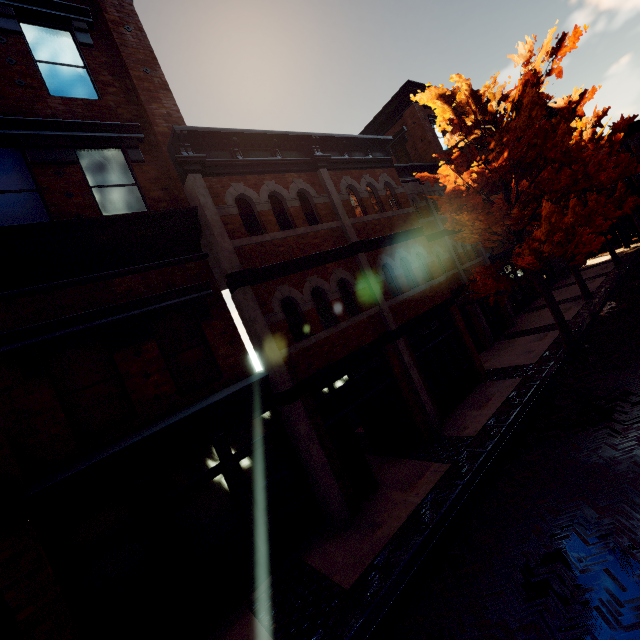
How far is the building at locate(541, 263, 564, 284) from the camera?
23.8 meters

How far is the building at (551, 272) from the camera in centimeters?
2375cm

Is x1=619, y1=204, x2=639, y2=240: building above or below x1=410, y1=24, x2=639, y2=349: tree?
below

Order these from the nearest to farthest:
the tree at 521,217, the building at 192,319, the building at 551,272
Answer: the building at 192,319, the tree at 521,217, the building at 551,272

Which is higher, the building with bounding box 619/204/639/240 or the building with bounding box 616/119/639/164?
the building with bounding box 616/119/639/164

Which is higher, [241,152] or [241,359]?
[241,152]

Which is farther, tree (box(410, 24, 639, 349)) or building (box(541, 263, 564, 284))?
building (box(541, 263, 564, 284))

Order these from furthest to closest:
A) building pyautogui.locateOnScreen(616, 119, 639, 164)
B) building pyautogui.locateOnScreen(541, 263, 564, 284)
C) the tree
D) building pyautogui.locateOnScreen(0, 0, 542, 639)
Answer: building pyautogui.locateOnScreen(616, 119, 639, 164)
building pyautogui.locateOnScreen(541, 263, 564, 284)
the tree
building pyautogui.locateOnScreen(0, 0, 542, 639)
